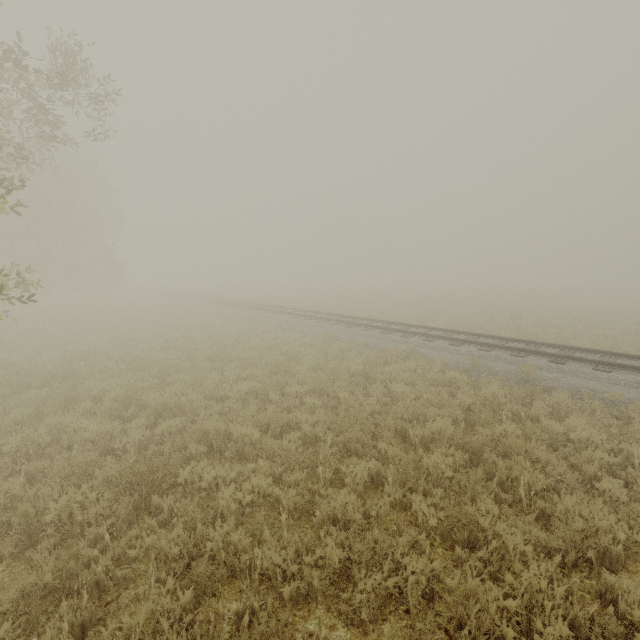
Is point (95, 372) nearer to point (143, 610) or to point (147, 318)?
point (143, 610)
